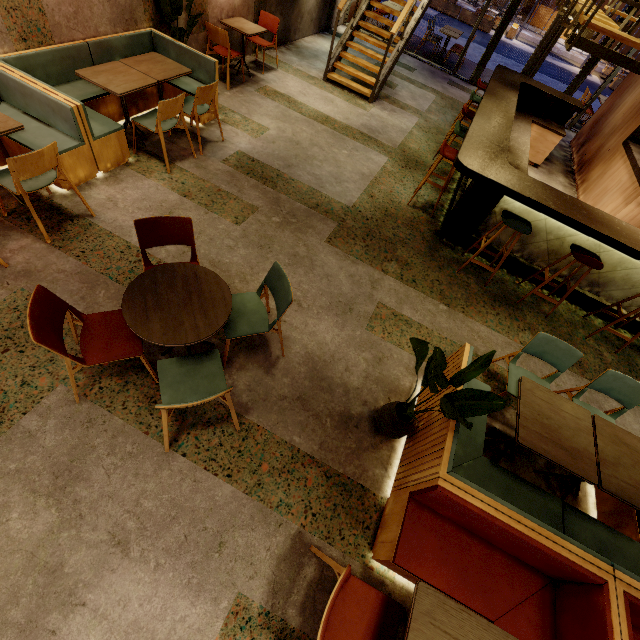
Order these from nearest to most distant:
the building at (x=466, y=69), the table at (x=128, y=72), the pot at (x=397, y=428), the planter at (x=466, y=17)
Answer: the pot at (x=397, y=428) → the table at (x=128, y=72) → the building at (x=466, y=69) → the planter at (x=466, y=17)

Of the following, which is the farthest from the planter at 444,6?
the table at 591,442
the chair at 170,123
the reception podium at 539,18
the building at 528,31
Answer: the table at 591,442

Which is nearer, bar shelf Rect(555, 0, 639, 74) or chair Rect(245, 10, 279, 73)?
bar shelf Rect(555, 0, 639, 74)

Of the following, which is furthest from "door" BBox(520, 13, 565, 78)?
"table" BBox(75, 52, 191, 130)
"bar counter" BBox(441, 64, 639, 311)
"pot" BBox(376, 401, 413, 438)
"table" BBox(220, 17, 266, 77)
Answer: "pot" BBox(376, 401, 413, 438)

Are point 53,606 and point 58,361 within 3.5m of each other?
yes

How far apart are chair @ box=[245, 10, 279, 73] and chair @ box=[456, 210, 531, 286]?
5.8 meters

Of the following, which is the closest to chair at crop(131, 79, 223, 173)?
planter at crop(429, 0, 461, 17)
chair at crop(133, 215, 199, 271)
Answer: chair at crop(133, 215, 199, 271)

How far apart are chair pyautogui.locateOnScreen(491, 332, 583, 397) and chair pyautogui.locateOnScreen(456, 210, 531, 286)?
1.4 meters
